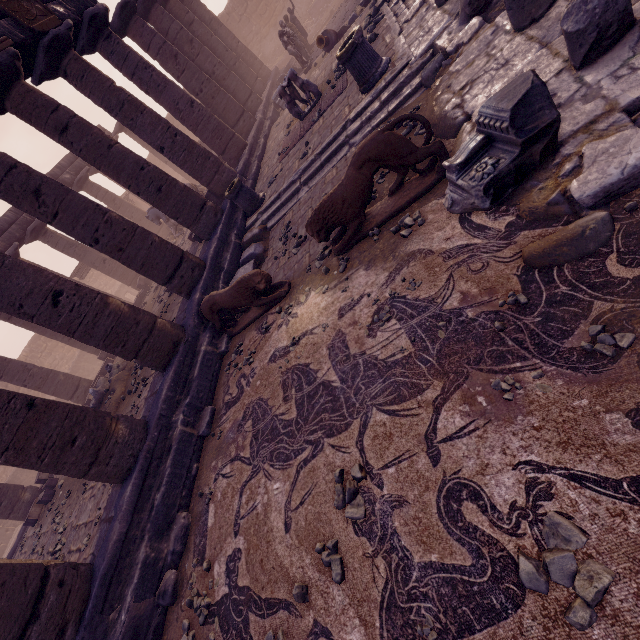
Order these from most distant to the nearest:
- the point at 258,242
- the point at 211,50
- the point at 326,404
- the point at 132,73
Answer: the point at 211,50 < the point at 132,73 < the point at 258,242 < the point at 326,404

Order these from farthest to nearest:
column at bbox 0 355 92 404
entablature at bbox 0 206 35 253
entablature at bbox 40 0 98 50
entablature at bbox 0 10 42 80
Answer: entablature at bbox 0 206 35 253, column at bbox 0 355 92 404, entablature at bbox 40 0 98 50, entablature at bbox 0 10 42 80

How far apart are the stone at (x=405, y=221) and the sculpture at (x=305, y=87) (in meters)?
7.40

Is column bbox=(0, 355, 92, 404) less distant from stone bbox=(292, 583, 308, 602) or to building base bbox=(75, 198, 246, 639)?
building base bbox=(75, 198, 246, 639)

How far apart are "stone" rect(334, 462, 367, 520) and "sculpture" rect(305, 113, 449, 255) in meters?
3.1

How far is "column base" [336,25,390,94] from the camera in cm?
648

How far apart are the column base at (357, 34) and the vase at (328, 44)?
6.11m

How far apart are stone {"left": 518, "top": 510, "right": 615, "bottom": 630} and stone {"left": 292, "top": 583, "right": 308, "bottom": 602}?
2.0 meters
